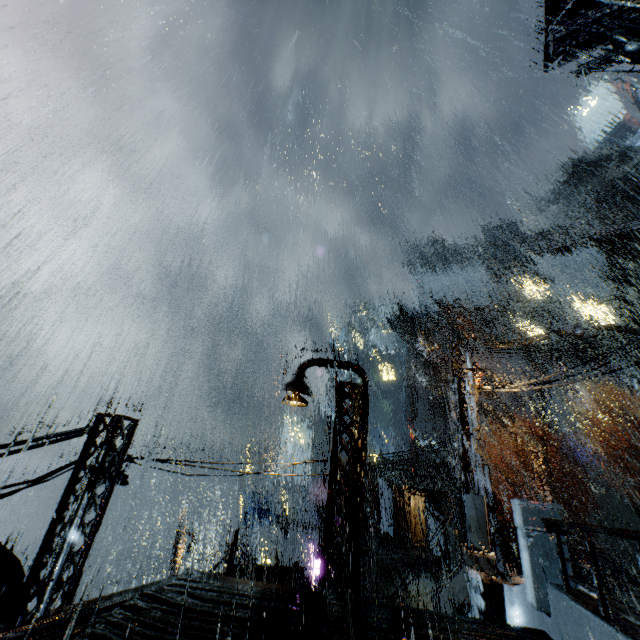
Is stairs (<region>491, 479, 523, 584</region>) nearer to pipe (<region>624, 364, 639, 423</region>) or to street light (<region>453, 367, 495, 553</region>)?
pipe (<region>624, 364, 639, 423</region>)

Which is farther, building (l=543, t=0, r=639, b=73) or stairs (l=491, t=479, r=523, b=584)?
stairs (l=491, t=479, r=523, b=584)

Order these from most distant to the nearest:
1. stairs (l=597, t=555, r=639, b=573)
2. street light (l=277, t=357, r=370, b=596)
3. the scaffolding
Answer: stairs (l=597, t=555, r=639, b=573)
the scaffolding
street light (l=277, t=357, r=370, b=596)

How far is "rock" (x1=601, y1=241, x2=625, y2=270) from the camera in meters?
58.3 m

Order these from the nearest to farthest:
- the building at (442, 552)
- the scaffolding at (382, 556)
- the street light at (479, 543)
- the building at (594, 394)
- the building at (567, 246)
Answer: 1. the street light at (479, 543)
2. the scaffolding at (382, 556)
3. the building at (567, 246)
4. the building at (594, 394)
5. the building at (442, 552)

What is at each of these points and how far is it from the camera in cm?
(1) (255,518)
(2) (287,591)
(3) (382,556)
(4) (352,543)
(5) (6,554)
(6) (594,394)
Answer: (1) cloth, 3503
(2) building, 691
(3) scaffolding, 1377
(4) street light, 864
(5) building vent, 830
(6) building, 4581

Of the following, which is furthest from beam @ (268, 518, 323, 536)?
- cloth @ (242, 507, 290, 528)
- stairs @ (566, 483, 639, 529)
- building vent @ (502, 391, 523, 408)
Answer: building vent @ (502, 391, 523, 408)

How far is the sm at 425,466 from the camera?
30.2m
